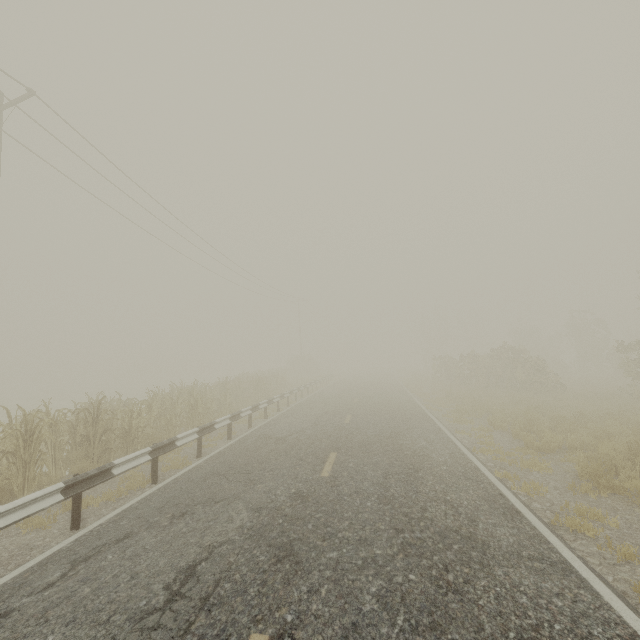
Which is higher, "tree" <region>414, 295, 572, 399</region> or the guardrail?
"tree" <region>414, 295, 572, 399</region>

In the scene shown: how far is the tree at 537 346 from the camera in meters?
20.9 m

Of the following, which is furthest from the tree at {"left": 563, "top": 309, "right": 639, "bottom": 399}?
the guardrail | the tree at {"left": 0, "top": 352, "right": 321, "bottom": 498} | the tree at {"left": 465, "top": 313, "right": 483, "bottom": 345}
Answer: the tree at {"left": 465, "top": 313, "right": 483, "bottom": 345}

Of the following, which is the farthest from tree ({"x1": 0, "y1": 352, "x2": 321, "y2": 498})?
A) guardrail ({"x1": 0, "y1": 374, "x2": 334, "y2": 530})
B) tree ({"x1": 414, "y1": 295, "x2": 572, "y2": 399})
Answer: tree ({"x1": 414, "y1": 295, "x2": 572, "y2": 399})

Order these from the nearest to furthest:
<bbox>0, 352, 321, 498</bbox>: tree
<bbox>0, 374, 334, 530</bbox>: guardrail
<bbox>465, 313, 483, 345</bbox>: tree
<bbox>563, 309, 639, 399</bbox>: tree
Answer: <bbox>0, 374, 334, 530</bbox>: guardrail, <bbox>0, 352, 321, 498</bbox>: tree, <bbox>563, 309, 639, 399</bbox>: tree, <bbox>465, 313, 483, 345</bbox>: tree

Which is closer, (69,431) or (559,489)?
(559,489)

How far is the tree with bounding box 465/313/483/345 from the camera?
55.52m

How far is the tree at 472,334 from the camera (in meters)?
55.52
